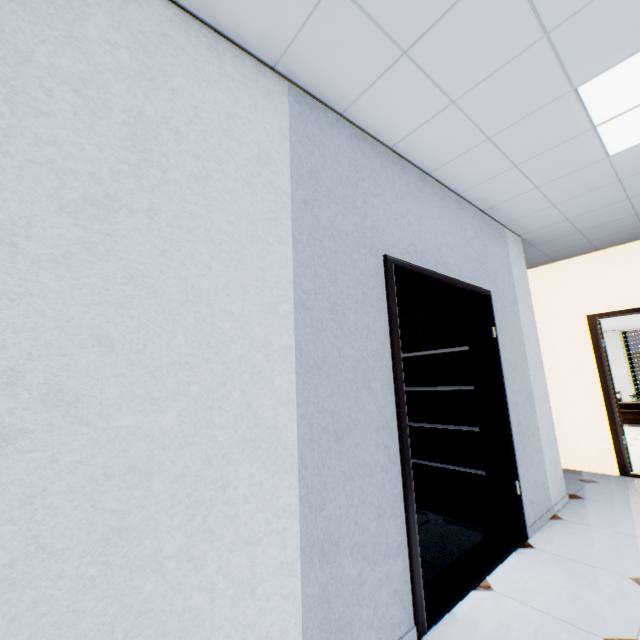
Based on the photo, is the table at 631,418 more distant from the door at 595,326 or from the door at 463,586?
the door at 463,586

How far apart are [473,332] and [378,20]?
2.5m

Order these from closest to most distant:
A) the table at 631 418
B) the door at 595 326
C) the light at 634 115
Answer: the light at 634 115 → the door at 595 326 → the table at 631 418

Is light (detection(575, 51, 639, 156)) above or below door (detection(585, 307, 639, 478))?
above

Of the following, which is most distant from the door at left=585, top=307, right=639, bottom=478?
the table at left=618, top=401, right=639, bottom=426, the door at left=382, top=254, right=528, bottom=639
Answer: the table at left=618, top=401, right=639, bottom=426

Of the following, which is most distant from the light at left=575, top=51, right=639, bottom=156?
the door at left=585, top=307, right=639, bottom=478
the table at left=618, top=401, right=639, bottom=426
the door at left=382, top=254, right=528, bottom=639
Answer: the table at left=618, top=401, right=639, bottom=426

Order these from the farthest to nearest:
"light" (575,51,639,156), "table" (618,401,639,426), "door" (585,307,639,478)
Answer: "table" (618,401,639,426), "door" (585,307,639,478), "light" (575,51,639,156)

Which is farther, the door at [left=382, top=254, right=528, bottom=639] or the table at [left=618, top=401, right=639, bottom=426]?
the table at [left=618, top=401, right=639, bottom=426]
